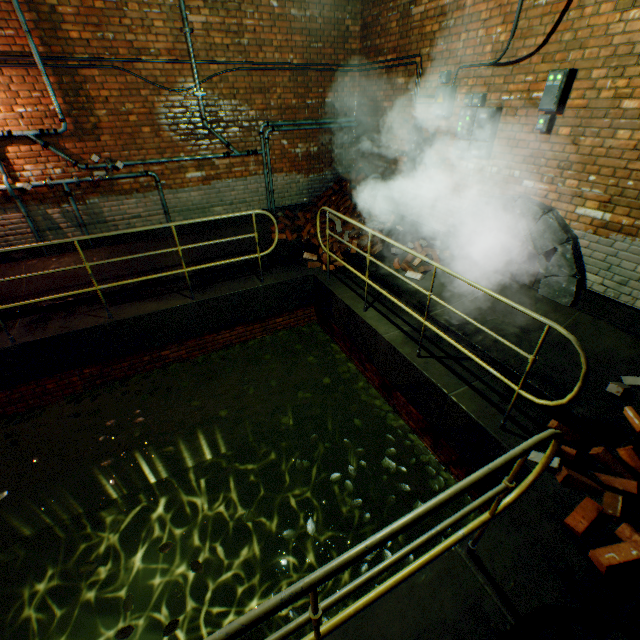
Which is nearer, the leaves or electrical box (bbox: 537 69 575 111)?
electrical box (bbox: 537 69 575 111)

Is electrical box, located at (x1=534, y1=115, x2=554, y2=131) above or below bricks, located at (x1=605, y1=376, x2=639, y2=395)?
above

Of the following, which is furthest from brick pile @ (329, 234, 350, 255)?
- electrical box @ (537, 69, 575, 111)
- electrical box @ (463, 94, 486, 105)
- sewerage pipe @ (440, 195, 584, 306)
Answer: electrical box @ (537, 69, 575, 111)

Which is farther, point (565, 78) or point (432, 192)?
point (432, 192)

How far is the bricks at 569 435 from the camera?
3.1 meters

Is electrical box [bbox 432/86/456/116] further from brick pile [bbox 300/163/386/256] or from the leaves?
the leaves

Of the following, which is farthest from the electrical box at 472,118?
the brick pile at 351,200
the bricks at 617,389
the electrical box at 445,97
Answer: the bricks at 617,389

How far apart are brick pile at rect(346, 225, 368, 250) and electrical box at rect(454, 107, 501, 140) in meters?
2.1 m
